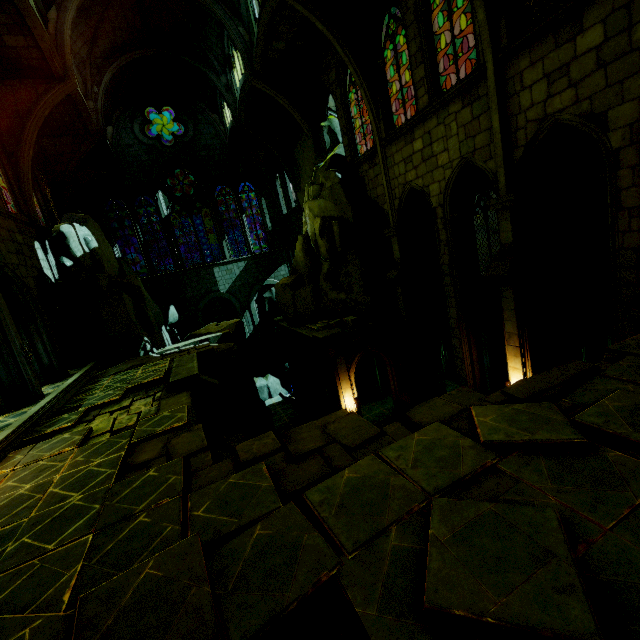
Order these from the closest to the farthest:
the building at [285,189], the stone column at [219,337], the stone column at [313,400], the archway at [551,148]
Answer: the building at [285,189], the archway at [551,148], the stone column at [219,337], the stone column at [313,400]

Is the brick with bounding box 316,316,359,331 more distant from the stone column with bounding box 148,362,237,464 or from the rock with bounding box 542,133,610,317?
the stone column with bounding box 148,362,237,464

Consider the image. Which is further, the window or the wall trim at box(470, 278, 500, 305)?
the wall trim at box(470, 278, 500, 305)

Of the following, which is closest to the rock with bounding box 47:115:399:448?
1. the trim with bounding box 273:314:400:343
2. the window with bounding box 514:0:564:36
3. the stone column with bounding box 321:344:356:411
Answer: the window with bounding box 514:0:564:36

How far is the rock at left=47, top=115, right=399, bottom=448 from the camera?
15.4m

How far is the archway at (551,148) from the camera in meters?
9.2 m

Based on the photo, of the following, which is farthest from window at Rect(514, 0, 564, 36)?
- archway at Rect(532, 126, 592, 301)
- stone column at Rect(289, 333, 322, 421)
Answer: stone column at Rect(289, 333, 322, 421)

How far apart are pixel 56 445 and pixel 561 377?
10.30m
